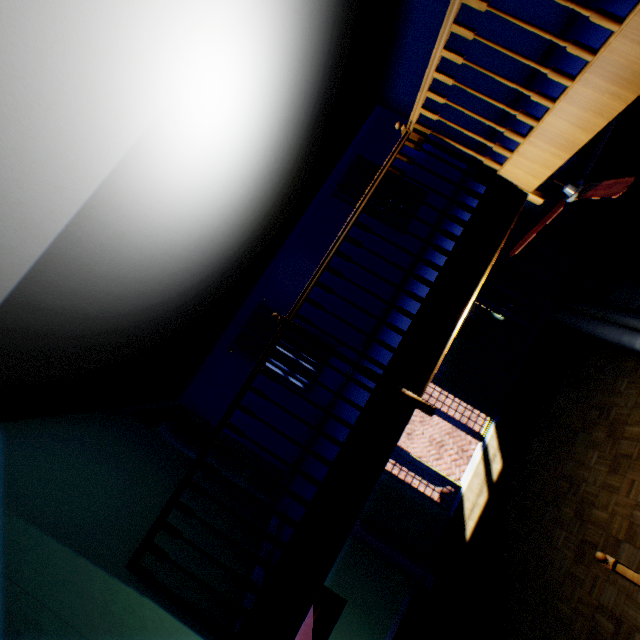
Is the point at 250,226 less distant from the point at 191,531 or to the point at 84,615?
the point at 191,531

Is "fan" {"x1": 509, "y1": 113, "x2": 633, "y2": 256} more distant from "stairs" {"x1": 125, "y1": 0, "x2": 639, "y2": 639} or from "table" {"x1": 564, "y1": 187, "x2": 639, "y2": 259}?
"table" {"x1": 564, "y1": 187, "x2": 639, "y2": 259}

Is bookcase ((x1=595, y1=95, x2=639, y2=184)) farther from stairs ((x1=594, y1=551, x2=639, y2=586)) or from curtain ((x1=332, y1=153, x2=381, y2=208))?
curtain ((x1=332, y1=153, x2=381, y2=208))

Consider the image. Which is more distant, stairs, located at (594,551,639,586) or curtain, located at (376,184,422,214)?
curtain, located at (376,184,422,214)

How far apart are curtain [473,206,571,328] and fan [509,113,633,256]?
3.8m

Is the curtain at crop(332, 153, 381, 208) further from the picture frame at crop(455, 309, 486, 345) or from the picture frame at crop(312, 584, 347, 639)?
the picture frame at crop(312, 584, 347, 639)

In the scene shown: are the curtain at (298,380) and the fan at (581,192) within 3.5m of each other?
no

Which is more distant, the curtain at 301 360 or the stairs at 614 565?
the curtain at 301 360
